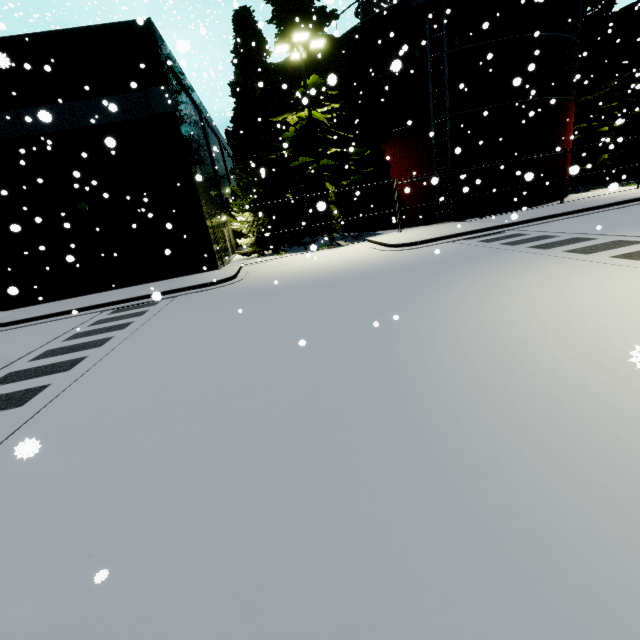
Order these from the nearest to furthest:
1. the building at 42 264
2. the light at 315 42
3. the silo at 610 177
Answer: the building at 42 264, the light at 315 42, the silo at 610 177

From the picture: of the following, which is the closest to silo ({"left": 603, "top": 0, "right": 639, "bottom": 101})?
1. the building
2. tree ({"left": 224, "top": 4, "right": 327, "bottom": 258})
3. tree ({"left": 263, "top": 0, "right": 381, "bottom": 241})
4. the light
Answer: tree ({"left": 263, "top": 0, "right": 381, "bottom": 241})

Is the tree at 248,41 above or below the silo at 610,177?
above

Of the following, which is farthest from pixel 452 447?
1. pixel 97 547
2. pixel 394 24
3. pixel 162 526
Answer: pixel 394 24

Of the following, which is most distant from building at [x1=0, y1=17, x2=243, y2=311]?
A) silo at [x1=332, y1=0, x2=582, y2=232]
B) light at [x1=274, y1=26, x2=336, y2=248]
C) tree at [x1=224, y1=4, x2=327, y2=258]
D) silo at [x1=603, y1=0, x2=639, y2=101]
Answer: silo at [x1=603, y1=0, x2=639, y2=101]

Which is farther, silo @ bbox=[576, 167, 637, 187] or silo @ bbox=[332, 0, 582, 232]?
silo @ bbox=[576, 167, 637, 187]

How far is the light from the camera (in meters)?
14.71
